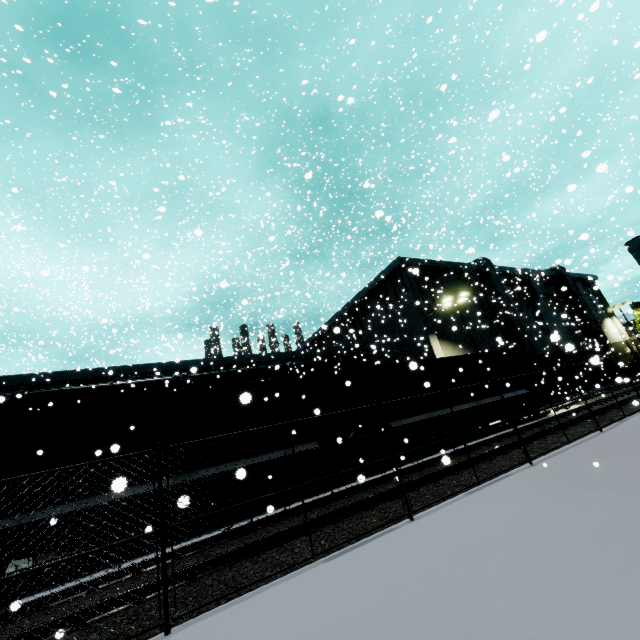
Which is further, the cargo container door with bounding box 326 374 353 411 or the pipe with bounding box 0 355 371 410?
the pipe with bounding box 0 355 371 410

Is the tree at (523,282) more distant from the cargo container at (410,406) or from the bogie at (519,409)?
the bogie at (519,409)

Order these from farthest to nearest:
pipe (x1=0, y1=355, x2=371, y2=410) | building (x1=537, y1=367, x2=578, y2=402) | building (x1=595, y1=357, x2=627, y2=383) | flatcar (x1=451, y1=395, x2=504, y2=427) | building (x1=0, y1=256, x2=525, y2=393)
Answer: building (x1=537, y1=367, x2=578, y2=402), building (x1=0, y1=256, x2=525, y2=393), building (x1=595, y1=357, x2=627, y2=383), pipe (x1=0, y1=355, x2=371, y2=410), flatcar (x1=451, y1=395, x2=504, y2=427)

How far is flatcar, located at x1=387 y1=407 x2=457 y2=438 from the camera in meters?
13.0

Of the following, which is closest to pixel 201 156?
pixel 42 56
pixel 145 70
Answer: pixel 145 70

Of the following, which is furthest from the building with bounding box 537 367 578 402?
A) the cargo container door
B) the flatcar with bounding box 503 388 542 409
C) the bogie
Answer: the bogie

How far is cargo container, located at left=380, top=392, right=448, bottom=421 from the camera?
13.3 meters

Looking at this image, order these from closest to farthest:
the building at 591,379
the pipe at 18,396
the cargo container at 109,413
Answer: the cargo container at 109,413, the pipe at 18,396, the building at 591,379
